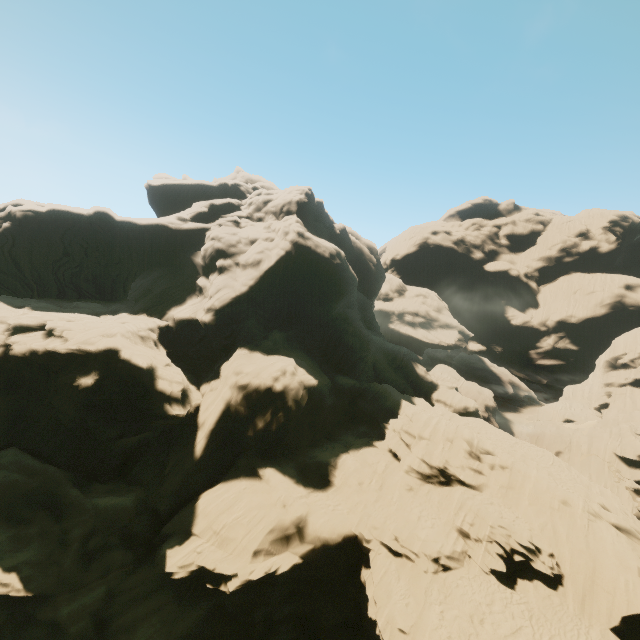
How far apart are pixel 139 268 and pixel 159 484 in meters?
29.5 m
